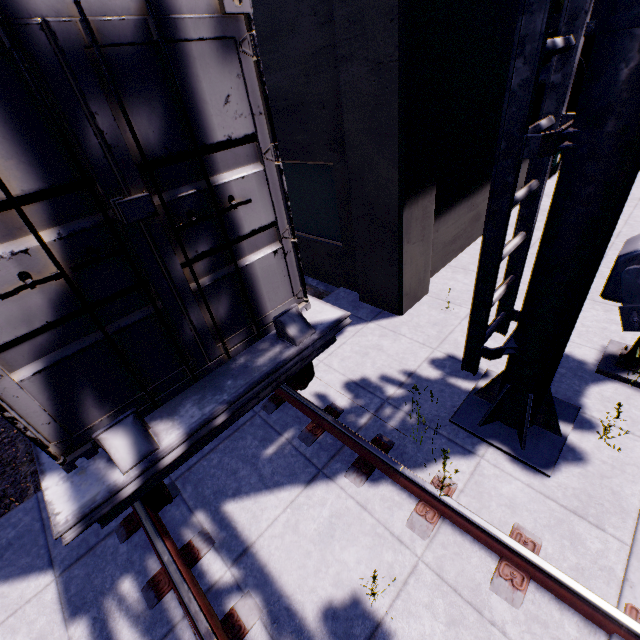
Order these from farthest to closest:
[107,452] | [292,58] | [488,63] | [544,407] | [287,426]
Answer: [488,63], [292,58], [287,426], [544,407], [107,452]

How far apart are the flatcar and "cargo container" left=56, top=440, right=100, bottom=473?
0.0m

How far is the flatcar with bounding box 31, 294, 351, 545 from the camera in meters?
2.2

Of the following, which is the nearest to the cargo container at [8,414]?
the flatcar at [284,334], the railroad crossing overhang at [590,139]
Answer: the flatcar at [284,334]

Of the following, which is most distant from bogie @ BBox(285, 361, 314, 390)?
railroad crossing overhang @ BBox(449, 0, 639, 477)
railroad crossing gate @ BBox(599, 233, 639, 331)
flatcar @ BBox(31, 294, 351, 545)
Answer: railroad crossing gate @ BBox(599, 233, 639, 331)

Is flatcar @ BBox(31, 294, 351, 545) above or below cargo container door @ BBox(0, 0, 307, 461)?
below

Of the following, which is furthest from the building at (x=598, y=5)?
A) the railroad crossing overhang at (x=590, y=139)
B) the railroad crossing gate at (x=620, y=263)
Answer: the railroad crossing gate at (x=620, y=263)

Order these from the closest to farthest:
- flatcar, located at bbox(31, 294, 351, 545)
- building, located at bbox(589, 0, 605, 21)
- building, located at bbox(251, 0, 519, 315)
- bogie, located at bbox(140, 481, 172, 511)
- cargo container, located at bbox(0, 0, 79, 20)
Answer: cargo container, located at bbox(0, 0, 79, 20)
flatcar, located at bbox(31, 294, 351, 545)
bogie, located at bbox(140, 481, 172, 511)
building, located at bbox(251, 0, 519, 315)
building, located at bbox(589, 0, 605, 21)
